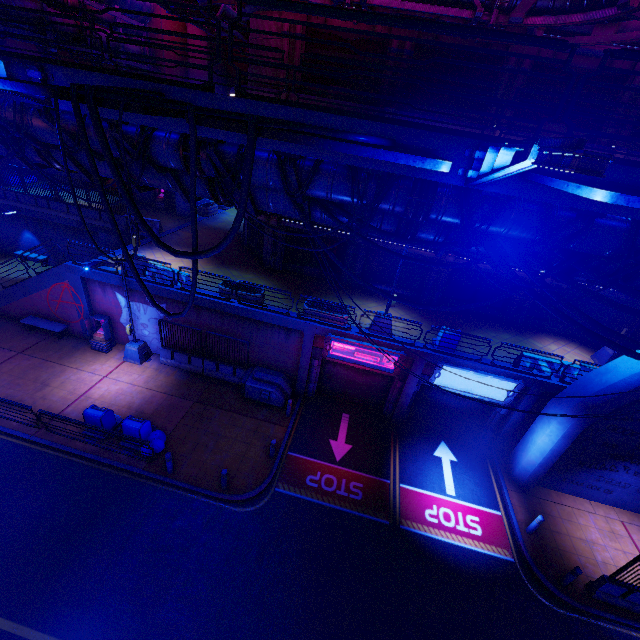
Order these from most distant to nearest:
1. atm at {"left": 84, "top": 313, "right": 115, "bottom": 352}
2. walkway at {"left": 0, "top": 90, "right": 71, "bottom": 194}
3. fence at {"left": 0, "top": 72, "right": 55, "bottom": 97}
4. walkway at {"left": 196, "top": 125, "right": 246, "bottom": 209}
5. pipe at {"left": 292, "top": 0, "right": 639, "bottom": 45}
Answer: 1. atm at {"left": 84, "top": 313, "right": 115, "bottom": 352}
2. pipe at {"left": 292, "top": 0, "right": 639, "bottom": 45}
3. walkway at {"left": 0, "top": 90, "right": 71, "bottom": 194}
4. walkway at {"left": 196, "top": 125, "right": 246, "bottom": 209}
5. fence at {"left": 0, "top": 72, "right": 55, "bottom": 97}

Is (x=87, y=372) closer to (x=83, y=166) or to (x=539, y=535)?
(x=83, y=166)

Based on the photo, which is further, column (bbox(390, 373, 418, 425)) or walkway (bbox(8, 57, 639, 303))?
column (bbox(390, 373, 418, 425))

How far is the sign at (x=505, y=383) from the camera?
13.9m

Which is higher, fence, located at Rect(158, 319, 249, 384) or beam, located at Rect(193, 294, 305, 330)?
beam, located at Rect(193, 294, 305, 330)

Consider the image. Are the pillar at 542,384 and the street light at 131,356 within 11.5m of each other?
no

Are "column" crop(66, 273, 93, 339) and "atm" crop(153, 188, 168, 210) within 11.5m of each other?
no

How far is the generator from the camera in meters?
15.8
